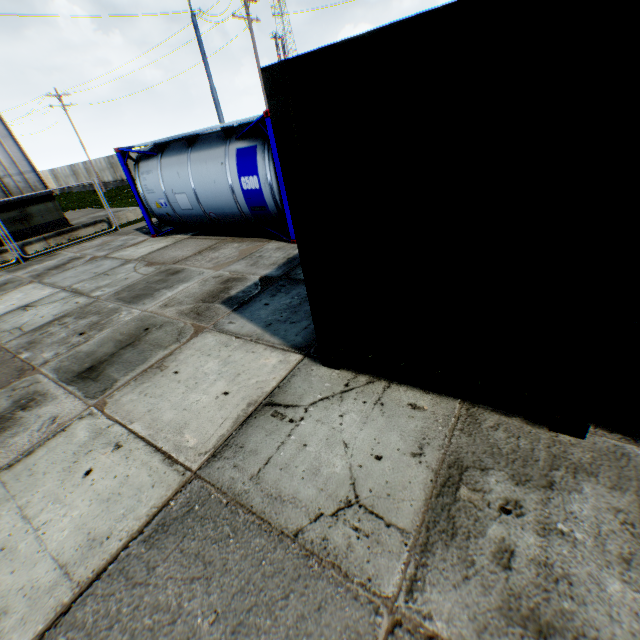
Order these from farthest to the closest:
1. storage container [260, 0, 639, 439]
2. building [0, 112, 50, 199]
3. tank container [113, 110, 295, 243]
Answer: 1. building [0, 112, 50, 199]
2. tank container [113, 110, 295, 243]
3. storage container [260, 0, 639, 439]

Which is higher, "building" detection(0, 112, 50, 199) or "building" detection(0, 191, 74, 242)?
"building" detection(0, 112, 50, 199)

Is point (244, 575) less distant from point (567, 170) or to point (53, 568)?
point (53, 568)

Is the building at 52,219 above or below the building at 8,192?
below

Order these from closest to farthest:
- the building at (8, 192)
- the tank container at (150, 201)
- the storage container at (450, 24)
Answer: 1. the storage container at (450, 24)
2. the tank container at (150, 201)
3. the building at (8, 192)

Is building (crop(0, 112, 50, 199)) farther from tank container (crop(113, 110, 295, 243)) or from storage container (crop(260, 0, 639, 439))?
storage container (crop(260, 0, 639, 439))

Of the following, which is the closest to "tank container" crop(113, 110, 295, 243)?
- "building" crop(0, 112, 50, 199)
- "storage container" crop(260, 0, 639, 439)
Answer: "storage container" crop(260, 0, 639, 439)
